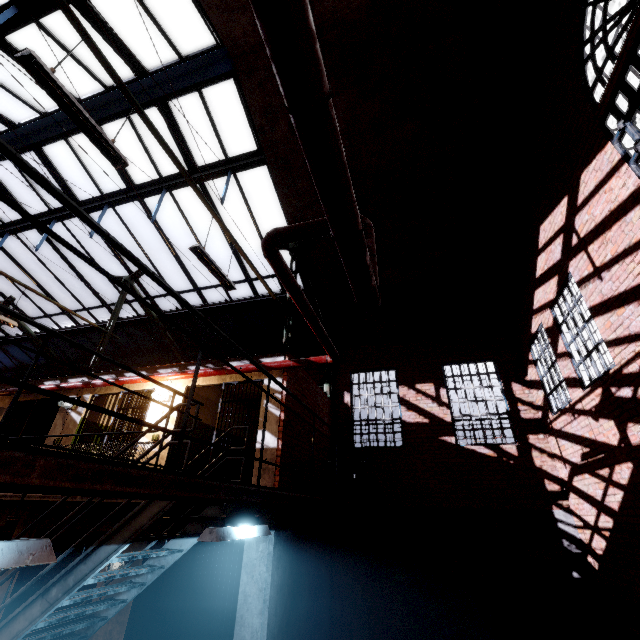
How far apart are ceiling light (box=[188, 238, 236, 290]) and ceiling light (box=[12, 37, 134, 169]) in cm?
142

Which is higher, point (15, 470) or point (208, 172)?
point (208, 172)

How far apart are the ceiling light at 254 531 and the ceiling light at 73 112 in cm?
408

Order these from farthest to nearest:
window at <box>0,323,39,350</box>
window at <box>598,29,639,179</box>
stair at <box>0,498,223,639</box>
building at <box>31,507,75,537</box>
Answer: window at <box>0,323,39,350</box> < building at <box>31,507,75,537</box> < window at <box>598,29,639,179</box> < stair at <box>0,498,223,639</box>

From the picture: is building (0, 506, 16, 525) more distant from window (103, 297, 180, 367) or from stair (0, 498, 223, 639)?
window (103, 297, 180, 367)

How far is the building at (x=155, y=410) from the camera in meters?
7.6

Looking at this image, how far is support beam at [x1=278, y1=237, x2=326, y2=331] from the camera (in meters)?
8.99

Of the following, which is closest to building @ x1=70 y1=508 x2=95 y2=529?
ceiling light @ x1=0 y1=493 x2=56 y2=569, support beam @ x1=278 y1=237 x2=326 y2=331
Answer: support beam @ x1=278 y1=237 x2=326 y2=331
